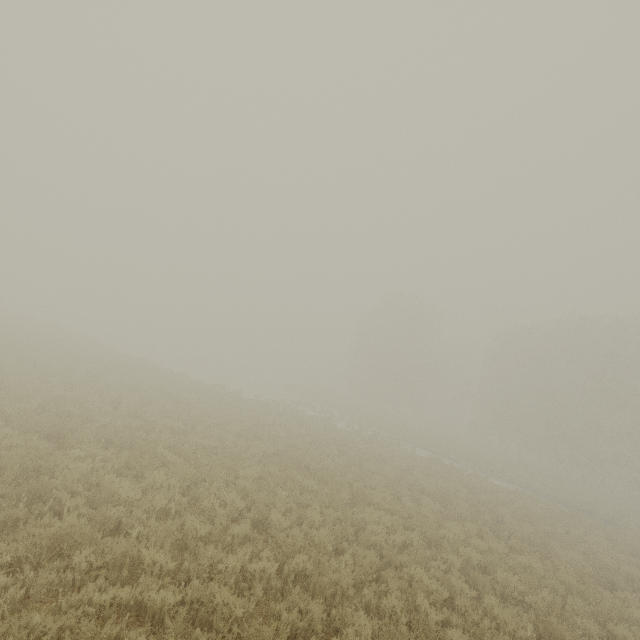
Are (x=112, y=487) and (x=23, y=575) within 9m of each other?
yes
